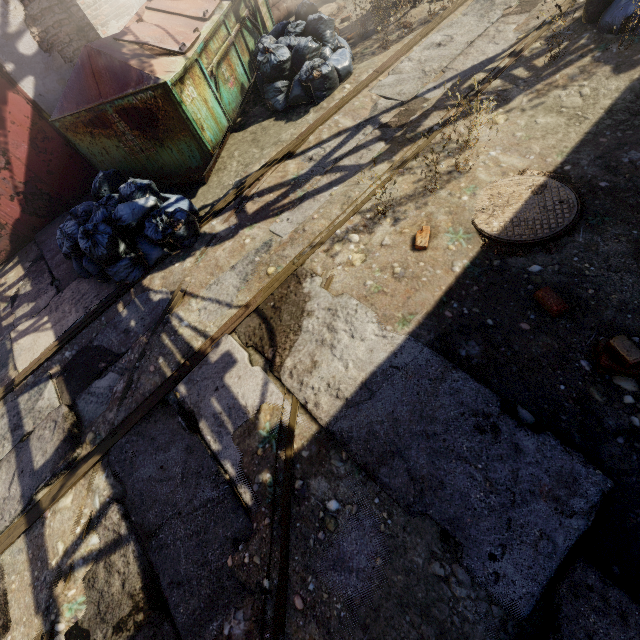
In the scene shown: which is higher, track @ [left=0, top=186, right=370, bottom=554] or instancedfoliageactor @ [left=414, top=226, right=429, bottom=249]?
instancedfoliageactor @ [left=414, top=226, right=429, bottom=249]

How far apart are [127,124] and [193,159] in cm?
93

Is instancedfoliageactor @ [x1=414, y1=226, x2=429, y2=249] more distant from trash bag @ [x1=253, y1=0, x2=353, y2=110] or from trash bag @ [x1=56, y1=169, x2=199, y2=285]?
trash bag @ [x1=253, y1=0, x2=353, y2=110]

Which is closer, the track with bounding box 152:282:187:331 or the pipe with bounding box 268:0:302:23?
the track with bounding box 152:282:187:331

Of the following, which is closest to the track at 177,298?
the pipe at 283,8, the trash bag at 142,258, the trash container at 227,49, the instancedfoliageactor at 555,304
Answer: the trash bag at 142,258

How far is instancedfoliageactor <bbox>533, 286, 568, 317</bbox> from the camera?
2.4m

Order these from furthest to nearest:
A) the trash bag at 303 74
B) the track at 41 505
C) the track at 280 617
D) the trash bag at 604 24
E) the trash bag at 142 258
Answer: the trash bag at 303 74 < the trash bag at 142 258 < the trash bag at 604 24 < the track at 41 505 < the track at 280 617

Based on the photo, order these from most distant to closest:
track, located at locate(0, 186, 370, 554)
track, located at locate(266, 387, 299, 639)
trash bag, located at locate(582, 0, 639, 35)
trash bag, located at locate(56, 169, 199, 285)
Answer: trash bag, located at locate(56, 169, 199, 285), trash bag, located at locate(582, 0, 639, 35), track, located at locate(0, 186, 370, 554), track, located at locate(266, 387, 299, 639)
